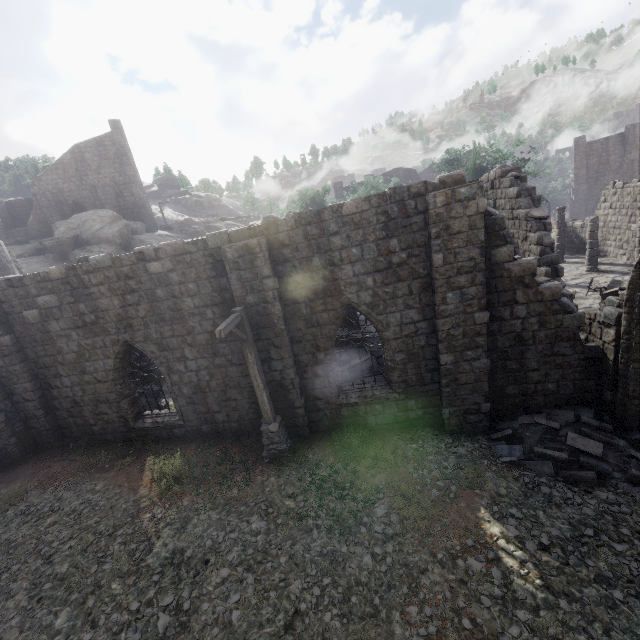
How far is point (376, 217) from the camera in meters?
8.4

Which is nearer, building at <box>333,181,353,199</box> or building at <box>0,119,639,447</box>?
building at <box>0,119,639,447</box>

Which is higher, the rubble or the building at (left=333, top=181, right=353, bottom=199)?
the building at (left=333, top=181, right=353, bottom=199)

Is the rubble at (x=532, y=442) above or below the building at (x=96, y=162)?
below

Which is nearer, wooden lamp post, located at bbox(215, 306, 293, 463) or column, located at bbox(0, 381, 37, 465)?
wooden lamp post, located at bbox(215, 306, 293, 463)

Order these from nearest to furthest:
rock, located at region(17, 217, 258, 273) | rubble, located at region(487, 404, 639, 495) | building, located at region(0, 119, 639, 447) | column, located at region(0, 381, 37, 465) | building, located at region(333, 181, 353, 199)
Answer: rubble, located at region(487, 404, 639, 495)
building, located at region(0, 119, 639, 447)
column, located at region(0, 381, 37, 465)
rock, located at region(17, 217, 258, 273)
building, located at region(333, 181, 353, 199)

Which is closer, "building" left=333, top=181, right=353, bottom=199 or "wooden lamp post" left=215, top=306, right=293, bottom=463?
"wooden lamp post" left=215, top=306, right=293, bottom=463

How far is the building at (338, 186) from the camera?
49.7m
